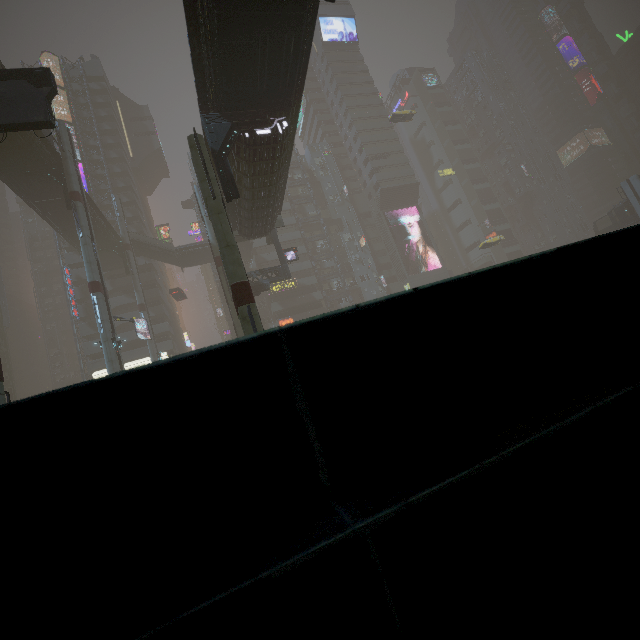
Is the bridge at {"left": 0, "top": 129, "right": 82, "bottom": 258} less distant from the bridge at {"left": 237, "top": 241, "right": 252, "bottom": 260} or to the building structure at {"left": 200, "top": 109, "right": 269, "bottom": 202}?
the bridge at {"left": 237, "top": 241, "right": 252, "bottom": 260}

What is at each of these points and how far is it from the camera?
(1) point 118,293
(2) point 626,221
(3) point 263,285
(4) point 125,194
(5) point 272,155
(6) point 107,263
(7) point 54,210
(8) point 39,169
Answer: (1) building, 52.00m
(2) bridge, 50.38m
(3) building structure, 31.91m
(4) building, 55.06m
(5) building, 20.06m
(6) bridge, 48.81m
(7) bridge, 35.72m
(8) building structure, 29.72m

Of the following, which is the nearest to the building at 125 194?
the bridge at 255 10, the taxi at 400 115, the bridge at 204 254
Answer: the bridge at 255 10

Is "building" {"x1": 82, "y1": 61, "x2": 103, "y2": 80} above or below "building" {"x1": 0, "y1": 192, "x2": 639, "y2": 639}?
above

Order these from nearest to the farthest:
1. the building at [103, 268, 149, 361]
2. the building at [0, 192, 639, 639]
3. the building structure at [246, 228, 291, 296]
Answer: the building at [0, 192, 639, 639] < the building structure at [246, 228, 291, 296] < the building at [103, 268, 149, 361]

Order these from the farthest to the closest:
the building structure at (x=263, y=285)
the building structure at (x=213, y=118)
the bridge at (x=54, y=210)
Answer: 1. the building structure at (x=263, y=285)
2. the bridge at (x=54, y=210)
3. the building structure at (x=213, y=118)

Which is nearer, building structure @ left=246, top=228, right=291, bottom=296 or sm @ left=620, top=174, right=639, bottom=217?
building structure @ left=246, top=228, right=291, bottom=296

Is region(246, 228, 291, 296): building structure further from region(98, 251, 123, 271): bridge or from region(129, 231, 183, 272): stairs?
region(129, 231, 183, 272): stairs
